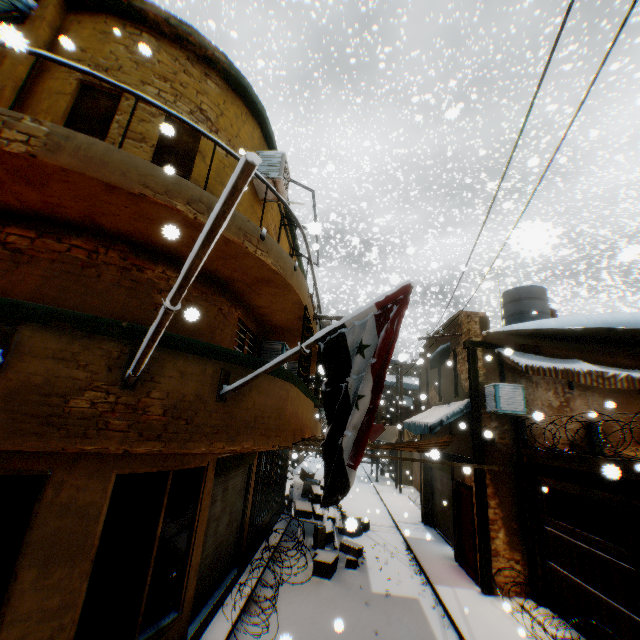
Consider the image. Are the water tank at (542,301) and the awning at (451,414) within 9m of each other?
Answer: yes

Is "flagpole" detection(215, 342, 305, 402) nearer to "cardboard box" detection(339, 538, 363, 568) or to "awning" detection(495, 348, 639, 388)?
"awning" detection(495, 348, 639, 388)

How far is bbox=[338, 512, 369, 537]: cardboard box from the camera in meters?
3.6

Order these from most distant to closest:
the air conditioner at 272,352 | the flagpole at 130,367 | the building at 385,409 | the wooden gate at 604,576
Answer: the building at 385,409
the air conditioner at 272,352
the wooden gate at 604,576
the flagpole at 130,367

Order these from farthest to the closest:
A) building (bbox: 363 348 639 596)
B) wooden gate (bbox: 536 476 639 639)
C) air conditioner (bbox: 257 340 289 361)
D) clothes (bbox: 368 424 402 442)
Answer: clothes (bbox: 368 424 402 442), air conditioner (bbox: 257 340 289 361), building (bbox: 363 348 639 596), wooden gate (bbox: 536 476 639 639)

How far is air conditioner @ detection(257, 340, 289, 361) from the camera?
8.98m

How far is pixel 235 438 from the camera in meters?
4.5 m

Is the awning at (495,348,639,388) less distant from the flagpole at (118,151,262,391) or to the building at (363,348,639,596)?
the building at (363,348,639,596)
